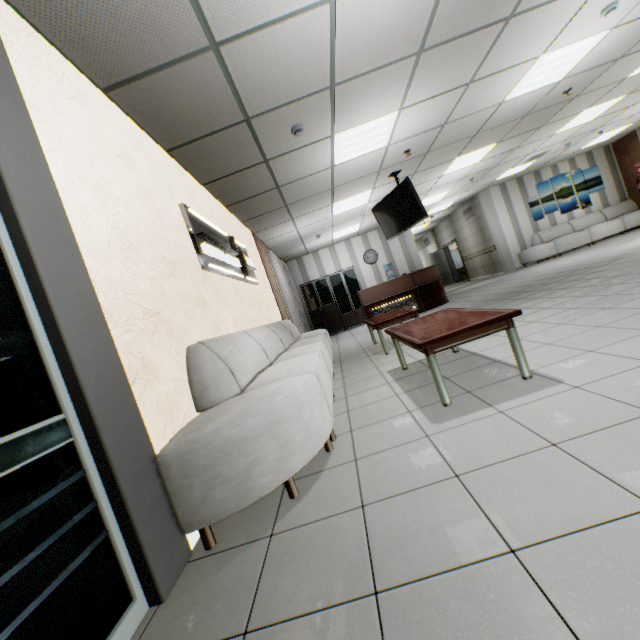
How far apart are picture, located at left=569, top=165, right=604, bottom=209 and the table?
11.1 meters

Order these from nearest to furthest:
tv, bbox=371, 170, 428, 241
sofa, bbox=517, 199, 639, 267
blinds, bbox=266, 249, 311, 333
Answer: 1. tv, bbox=371, 170, 428, 241
2. blinds, bbox=266, 249, 311, 333
3. sofa, bbox=517, 199, 639, 267

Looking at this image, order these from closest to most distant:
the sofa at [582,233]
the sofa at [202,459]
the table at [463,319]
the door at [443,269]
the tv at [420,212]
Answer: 1. the sofa at [202,459]
2. the table at [463,319]
3. the tv at [420,212]
4. the sofa at [582,233]
5. the door at [443,269]

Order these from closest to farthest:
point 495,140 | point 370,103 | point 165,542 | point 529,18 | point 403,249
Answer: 1. point 165,542
2. point 529,18
3. point 370,103
4. point 495,140
5. point 403,249

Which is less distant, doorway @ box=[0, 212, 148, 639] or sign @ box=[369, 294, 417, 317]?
doorway @ box=[0, 212, 148, 639]

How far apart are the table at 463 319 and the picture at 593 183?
11.1m

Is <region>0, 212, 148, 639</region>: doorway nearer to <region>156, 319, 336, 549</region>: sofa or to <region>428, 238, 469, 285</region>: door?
<region>156, 319, 336, 549</region>: sofa

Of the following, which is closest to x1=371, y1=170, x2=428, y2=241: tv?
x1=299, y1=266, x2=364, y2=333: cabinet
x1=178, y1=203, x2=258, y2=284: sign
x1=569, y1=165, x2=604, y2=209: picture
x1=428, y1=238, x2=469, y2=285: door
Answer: x1=178, y1=203, x2=258, y2=284: sign
